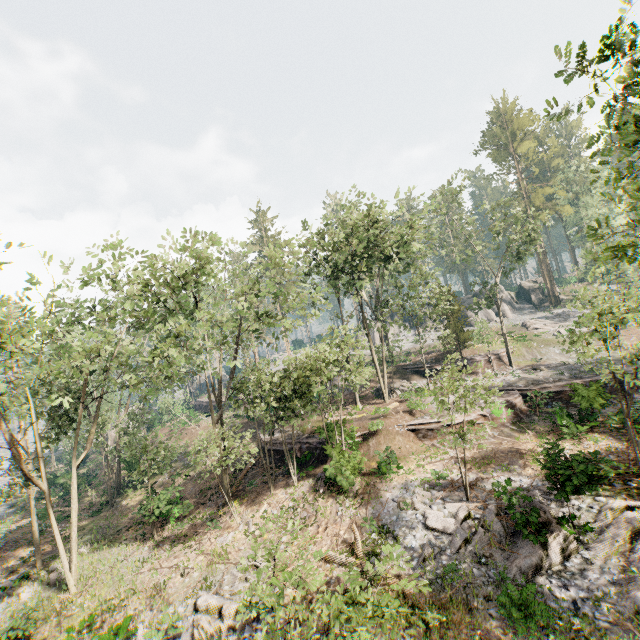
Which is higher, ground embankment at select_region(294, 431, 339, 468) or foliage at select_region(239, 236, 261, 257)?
foliage at select_region(239, 236, 261, 257)

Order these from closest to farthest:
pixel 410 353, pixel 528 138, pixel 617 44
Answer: pixel 617 44 → pixel 410 353 → pixel 528 138

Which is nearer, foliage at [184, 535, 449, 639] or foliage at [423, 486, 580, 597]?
foliage at [184, 535, 449, 639]

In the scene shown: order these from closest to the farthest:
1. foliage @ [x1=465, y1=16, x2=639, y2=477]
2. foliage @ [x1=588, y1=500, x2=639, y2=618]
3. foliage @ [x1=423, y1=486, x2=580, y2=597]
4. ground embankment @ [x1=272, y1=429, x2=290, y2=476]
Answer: foliage @ [x1=465, y1=16, x2=639, y2=477] → foliage @ [x1=588, y1=500, x2=639, y2=618] → foliage @ [x1=423, y1=486, x2=580, y2=597] → ground embankment @ [x1=272, y1=429, x2=290, y2=476]

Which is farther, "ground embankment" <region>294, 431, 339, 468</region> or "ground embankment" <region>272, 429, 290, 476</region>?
"ground embankment" <region>272, 429, 290, 476</region>

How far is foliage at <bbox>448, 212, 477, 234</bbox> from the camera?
32.98m

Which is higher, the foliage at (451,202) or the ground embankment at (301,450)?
the foliage at (451,202)

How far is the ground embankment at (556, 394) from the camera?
19.61m
